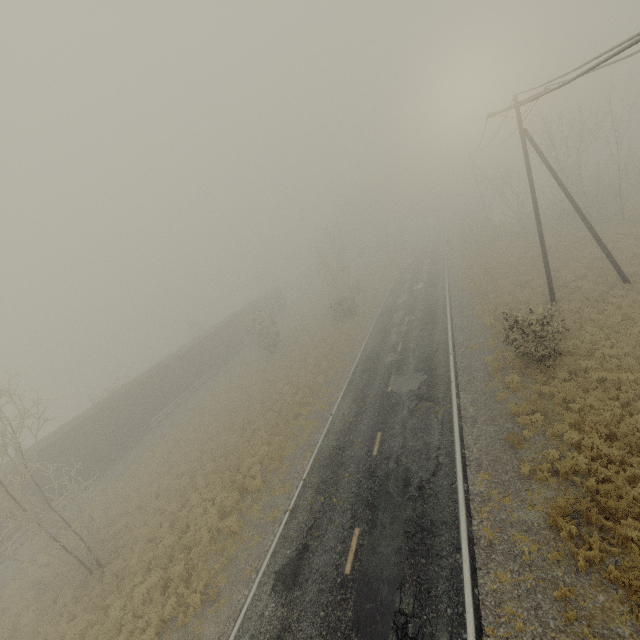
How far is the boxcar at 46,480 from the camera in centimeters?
2198cm

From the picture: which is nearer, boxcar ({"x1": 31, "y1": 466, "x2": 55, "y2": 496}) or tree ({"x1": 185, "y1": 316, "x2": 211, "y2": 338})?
boxcar ({"x1": 31, "y1": 466, "x2": 55, "y2": 496})

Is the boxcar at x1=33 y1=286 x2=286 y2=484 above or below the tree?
below

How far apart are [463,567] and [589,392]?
8.5m

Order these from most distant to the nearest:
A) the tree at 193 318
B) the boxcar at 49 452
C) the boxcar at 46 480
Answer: the tree at 193 318
the boxcar at 49 452
the boxcar at 46 480

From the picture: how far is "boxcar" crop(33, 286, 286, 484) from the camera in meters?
23.9 m

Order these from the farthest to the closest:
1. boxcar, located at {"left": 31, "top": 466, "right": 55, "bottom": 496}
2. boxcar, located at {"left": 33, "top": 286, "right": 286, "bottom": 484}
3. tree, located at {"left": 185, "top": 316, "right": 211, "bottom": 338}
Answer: tree, located at {"left": 185, "top": 316, "right": 211, "bottom": 338}, boxcar, located at {"left": 33, "top": 286, "right": 286, "bottom": 484}, boxcar, located at {"left": 31, "top": 466, "right": 55, "bottom": 496}
